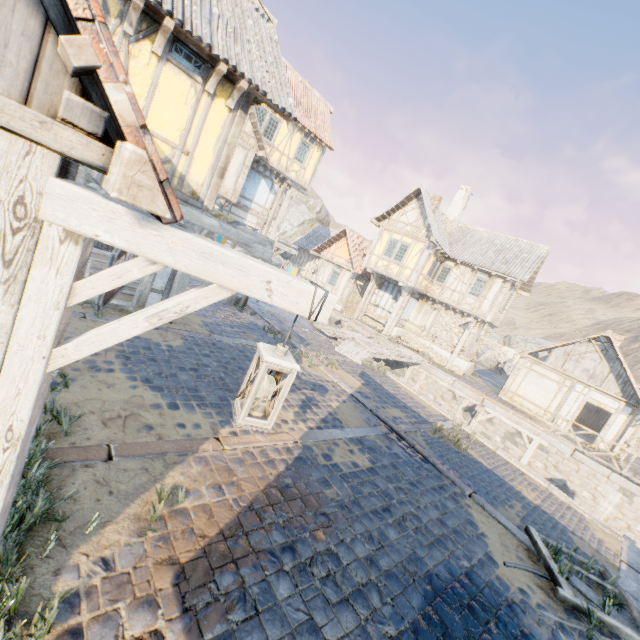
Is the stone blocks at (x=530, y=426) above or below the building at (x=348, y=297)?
below

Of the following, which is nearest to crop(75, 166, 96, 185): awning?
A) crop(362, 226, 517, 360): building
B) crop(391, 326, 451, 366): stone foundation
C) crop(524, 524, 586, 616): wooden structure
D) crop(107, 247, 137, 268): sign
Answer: crop(107, 247, 137, 268): sign

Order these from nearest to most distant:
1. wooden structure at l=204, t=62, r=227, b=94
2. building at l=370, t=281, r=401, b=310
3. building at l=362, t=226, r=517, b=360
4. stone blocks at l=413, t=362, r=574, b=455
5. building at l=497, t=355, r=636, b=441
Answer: wooden structure at l=204, t=62, r=227, b=94
stone blocks at l=413, t=362, r=574, b=455
building at l=497, t=355, r=636, b=441
building at l=362, t=226, r=517, b=360
building at l=370, t=281, r=401, b=310

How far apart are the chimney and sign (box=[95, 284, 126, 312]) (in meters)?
24.45

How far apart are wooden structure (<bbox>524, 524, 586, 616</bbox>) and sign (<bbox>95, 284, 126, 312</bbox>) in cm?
687

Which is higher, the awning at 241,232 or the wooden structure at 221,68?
the wooden structure at 221,68

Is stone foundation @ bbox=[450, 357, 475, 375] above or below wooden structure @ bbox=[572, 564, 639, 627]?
above

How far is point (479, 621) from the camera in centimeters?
381cm
